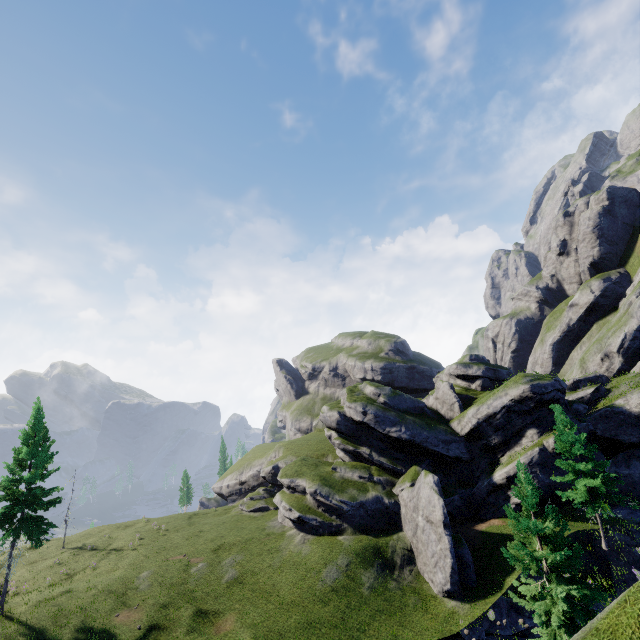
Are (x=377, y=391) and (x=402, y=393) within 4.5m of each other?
yes

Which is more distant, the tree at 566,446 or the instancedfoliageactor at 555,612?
the tree at 566,446

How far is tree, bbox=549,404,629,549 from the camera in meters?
23.5 m

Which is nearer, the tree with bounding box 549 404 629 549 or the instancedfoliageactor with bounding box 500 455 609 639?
the instancedfoliageactor with bounding box 500 455 609 639

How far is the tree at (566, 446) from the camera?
23.53m
